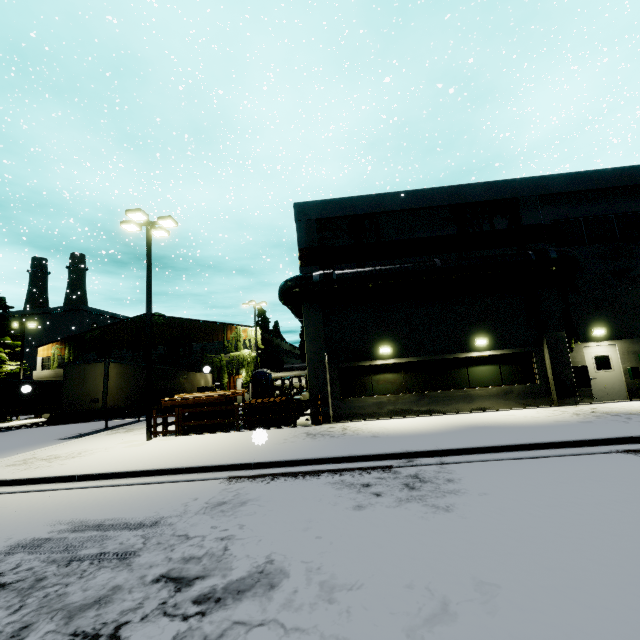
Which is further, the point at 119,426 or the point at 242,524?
the point at 119,426

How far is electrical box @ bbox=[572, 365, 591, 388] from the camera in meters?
14.3

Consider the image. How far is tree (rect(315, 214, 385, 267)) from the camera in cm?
1592

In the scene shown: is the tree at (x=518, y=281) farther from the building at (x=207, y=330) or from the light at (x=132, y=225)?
the light at (x=132, y=225)

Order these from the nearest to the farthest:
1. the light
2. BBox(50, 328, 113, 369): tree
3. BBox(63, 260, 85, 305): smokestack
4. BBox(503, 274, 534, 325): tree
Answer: the light → BBox(503, 274, 534, 325): tree → BBox(50, 328, 113, 369): tree → BBox(63, 260, 85, 305): smokestack

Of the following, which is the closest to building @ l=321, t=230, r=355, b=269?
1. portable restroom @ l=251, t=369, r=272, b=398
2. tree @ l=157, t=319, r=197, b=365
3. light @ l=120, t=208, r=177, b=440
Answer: tree @ l=157, t=319, r=197, b=365

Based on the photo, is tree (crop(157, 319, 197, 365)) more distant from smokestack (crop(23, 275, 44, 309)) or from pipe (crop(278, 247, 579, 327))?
pipe (crop(278, 247, 579, 327))

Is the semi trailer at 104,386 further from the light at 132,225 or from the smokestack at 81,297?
the light at 132,225
